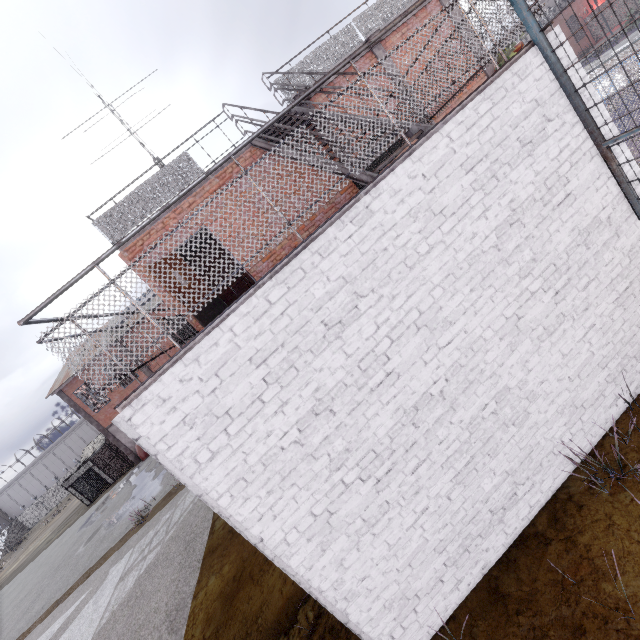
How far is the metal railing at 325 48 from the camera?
8.9m

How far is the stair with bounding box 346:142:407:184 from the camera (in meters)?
5.43

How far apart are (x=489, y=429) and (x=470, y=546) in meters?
1.4 m

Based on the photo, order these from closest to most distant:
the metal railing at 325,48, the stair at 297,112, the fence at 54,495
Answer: the stair at 297,112, the metal railing at 325,48, the fence at 54,495

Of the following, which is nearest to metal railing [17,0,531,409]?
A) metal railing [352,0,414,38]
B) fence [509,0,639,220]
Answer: fence [509,0,639,220]

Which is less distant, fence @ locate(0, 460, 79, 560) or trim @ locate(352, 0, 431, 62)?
trim @ locate(352, 0, 431, 62)

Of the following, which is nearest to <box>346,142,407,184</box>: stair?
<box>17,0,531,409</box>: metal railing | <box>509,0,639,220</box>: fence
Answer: <box>17,0,531,409</box>: metal railing

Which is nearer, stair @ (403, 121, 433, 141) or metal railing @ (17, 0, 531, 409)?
metal railing @ (17, 0, 531, 409)
